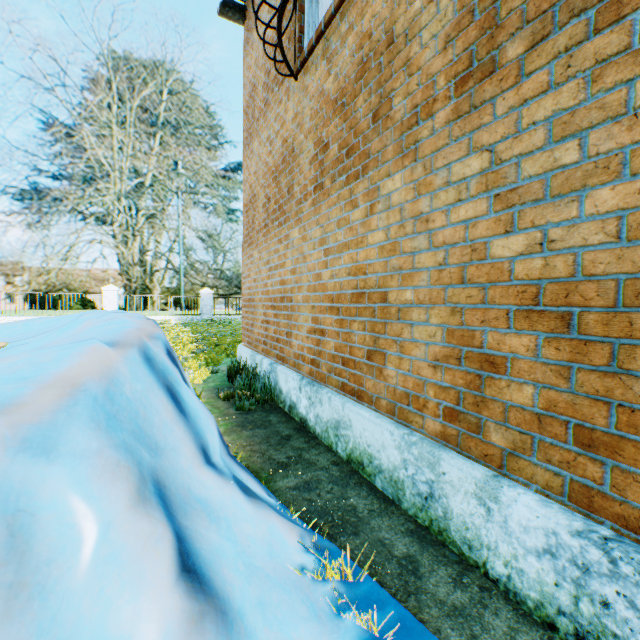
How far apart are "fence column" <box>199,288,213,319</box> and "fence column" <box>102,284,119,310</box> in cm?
470

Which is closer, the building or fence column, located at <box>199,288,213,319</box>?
the building

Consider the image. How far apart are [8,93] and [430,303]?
73.15m

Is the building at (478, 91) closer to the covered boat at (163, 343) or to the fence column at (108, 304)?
the covered boat at (163, 343)

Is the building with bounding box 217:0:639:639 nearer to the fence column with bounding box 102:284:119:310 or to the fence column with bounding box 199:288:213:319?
the fence column with bounding box 199:288:213:319

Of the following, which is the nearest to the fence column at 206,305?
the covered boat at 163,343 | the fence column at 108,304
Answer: the fence column at 108,304

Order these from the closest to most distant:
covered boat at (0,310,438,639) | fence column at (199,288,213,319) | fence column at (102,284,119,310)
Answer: covered boat at (0,310,438,639) → fence column at (102,284,119,310) → fence column at (199,288,213,319)

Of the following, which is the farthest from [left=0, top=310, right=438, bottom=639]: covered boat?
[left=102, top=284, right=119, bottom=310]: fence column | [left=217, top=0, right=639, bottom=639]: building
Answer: [left=102, top=284, right=119, bottom=310]: fence column
